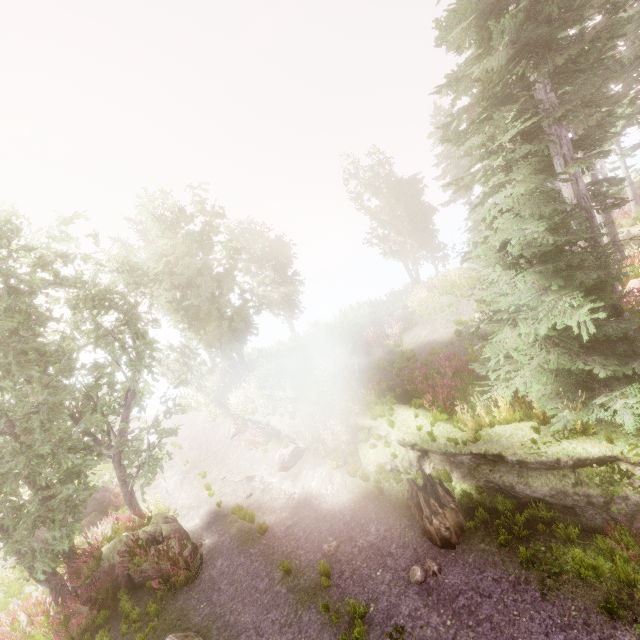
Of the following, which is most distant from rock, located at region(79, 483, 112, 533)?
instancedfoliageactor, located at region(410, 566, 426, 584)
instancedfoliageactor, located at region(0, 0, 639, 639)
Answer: instancedfoliageactor, located at region(410, 566, 426, 584)

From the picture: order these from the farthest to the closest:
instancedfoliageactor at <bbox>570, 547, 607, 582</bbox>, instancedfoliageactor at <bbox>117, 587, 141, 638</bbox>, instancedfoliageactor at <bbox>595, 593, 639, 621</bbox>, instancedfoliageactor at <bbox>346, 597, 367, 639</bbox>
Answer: instancedfoliageactor at <bbox>117, 587, 141, 638</bbox>, instancedfoliageactor at <bbox>346, 597, 367, 639</bbox>, instancedfoliageactor at <bbox>570, 547, 607, 582</bbox>, instancedfoliageactor at <bbox>595, 593, 639, 621</bbox>

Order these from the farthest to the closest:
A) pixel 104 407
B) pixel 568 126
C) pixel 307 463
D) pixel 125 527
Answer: pixel 104 407, pixel 307 463, pixel 125 527, pixel 568 126

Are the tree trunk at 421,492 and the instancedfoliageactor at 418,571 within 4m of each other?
yes

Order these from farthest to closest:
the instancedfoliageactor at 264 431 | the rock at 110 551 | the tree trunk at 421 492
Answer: the instancedfoliageactor at 264 431, the rock at 110 551, the tree trunk at 421 492

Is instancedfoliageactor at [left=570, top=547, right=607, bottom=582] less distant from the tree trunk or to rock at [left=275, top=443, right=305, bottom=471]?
the tree trunk

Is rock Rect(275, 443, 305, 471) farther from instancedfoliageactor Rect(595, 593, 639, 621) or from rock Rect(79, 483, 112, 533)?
rock Rect(79, 483, 112, 533)

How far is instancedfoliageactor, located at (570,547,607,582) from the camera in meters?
5.3
